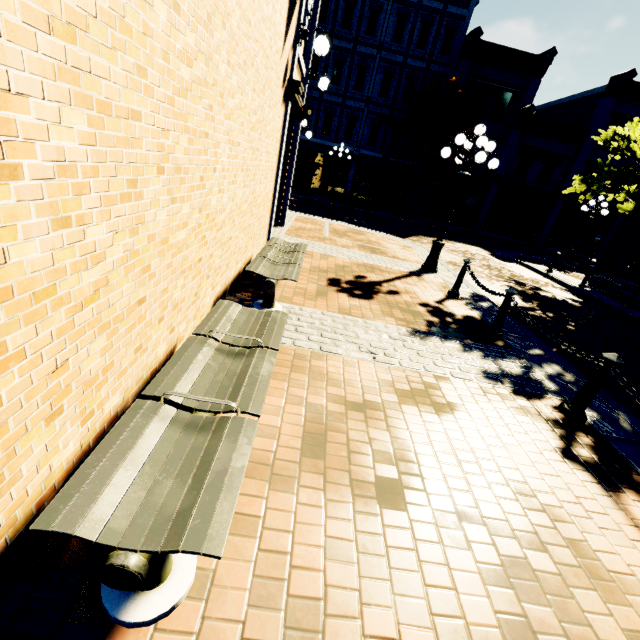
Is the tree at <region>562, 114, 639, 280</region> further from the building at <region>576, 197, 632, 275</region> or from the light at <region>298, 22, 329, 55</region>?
the light at <region>298, 22, 329, 55</region>

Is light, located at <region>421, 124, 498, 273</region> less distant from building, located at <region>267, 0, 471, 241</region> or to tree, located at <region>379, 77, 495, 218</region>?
building, located at <region>267, 0, 471, 241</region>

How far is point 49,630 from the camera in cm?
139

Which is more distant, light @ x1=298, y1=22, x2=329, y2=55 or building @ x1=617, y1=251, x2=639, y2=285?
building @ x1=617, y1=251, x2=639, y2=285

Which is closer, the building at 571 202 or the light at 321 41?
the light at 321 41

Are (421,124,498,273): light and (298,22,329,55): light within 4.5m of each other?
yes

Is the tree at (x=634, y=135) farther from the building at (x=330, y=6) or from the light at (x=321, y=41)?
the light at (x=321, y=41)

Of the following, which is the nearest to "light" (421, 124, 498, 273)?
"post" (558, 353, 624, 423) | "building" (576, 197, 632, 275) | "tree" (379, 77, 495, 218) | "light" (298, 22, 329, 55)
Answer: "light" (298, 22, 329, 55)
